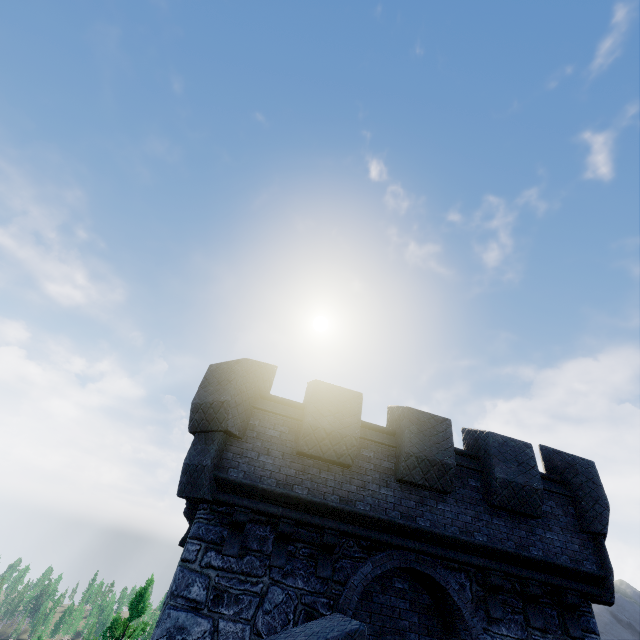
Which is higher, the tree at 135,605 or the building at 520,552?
the building at 520,552

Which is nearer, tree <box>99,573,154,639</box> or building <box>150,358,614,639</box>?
building <box>150,358,614,639</box>

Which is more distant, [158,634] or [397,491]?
[397,491]

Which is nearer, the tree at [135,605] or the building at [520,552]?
the building at [520,552]

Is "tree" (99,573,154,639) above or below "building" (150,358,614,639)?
below
